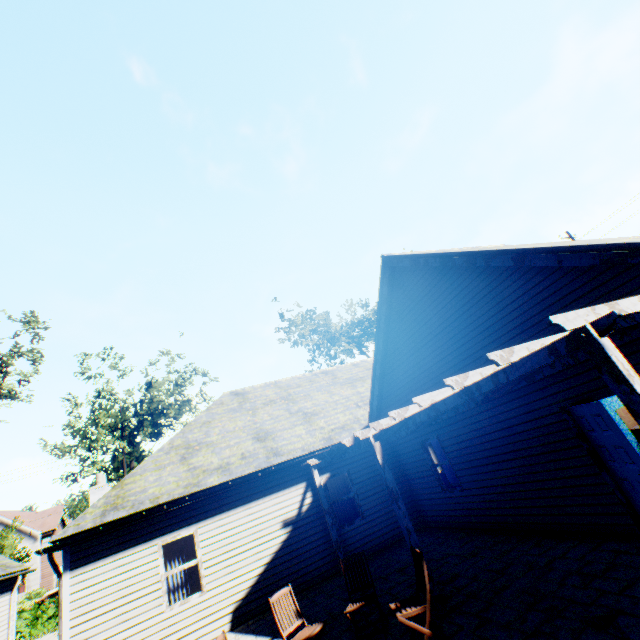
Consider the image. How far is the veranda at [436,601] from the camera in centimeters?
560cm

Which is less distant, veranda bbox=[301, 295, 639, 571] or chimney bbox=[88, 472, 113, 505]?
veranda bbox=[301, 295, 639, 571]

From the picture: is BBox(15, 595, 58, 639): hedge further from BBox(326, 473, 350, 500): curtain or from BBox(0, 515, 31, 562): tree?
BBox(326, 473, 350, 500): curtain

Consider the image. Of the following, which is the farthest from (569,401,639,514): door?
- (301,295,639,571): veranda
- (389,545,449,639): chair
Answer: (389,545,449,639): chair

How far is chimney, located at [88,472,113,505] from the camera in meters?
12.4

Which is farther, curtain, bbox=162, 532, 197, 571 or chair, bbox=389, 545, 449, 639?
curtain, bbox=162, 532, 197, 571

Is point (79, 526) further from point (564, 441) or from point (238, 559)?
point (564, 441)

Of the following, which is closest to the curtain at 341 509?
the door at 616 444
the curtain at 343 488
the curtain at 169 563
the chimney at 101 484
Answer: the curtain at 343 488
